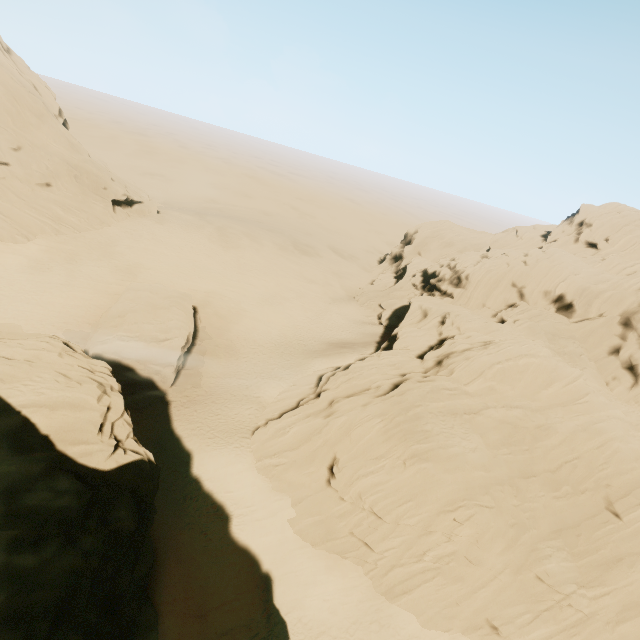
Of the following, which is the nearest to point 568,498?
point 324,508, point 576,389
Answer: point 576,389

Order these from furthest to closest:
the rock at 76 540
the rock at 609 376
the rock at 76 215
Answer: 1. the rock at 76 215
2. the rock at 609 376
3. the rock at 76 540

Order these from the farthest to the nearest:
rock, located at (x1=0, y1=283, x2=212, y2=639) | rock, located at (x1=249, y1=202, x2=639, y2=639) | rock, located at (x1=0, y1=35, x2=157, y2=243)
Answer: rock, located at (x1=0, y1=35, x2=157, y2=243), rock, located at (x1=249, y1=202, x2=639, y2=639), rock, located at (x1=0, y1=283, x2=212, y2=639)

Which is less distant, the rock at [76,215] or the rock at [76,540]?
the rock at [76,540]

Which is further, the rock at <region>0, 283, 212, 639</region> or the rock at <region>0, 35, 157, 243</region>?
the rock at <region>0, 35, 157, 243</region>
